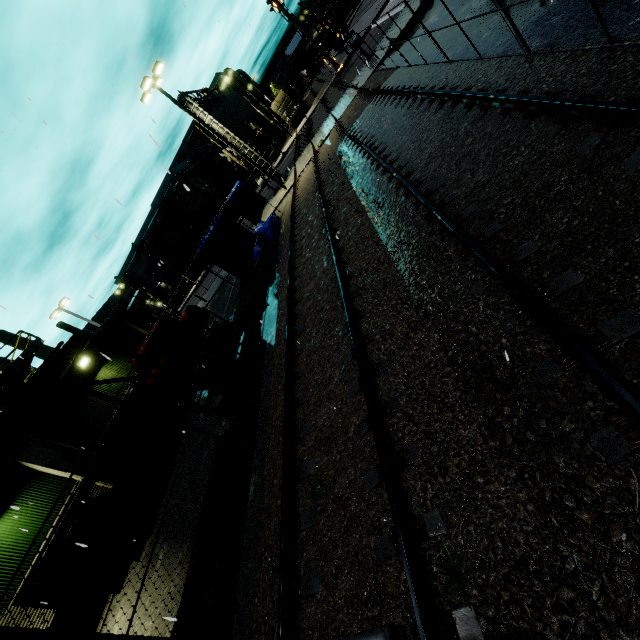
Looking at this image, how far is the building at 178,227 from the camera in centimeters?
4703cm

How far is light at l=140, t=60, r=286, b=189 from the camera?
18.25m

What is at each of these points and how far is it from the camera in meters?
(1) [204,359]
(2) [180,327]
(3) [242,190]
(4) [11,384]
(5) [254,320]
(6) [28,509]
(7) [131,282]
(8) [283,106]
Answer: (1) oil drum, 8.8
(2) oil drum, 8.6
(3) tarp, 18.4
(4) balcony, 19.0
(5) pipe, 12.4
(6) building, 10.5
(7) tree, 53.9
(8) cargo container door, 42.0

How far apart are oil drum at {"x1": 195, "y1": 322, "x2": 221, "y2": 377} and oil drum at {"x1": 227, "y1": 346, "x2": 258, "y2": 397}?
0.4 meters

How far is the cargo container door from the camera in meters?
41.4

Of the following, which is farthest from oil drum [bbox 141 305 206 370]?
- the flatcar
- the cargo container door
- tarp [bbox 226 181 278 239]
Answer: the cargo container door

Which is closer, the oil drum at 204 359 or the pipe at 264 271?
the oil drum at 204 359
